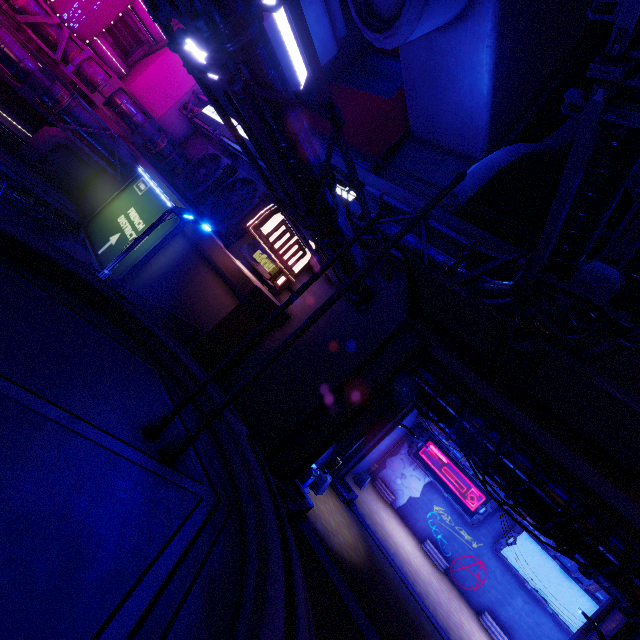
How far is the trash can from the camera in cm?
1620

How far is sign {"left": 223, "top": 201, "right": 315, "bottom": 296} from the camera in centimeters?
1259cm

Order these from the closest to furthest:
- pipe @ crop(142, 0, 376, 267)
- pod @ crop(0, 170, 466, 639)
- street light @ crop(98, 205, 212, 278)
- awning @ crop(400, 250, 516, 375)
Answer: pod @ crop(0, 170, 466, 639) < pipe @ crop(142, 0, 376, 267) < street light @ crop(98, 205, 212, 278) < awning @ crop(400, 250, 516, 375)

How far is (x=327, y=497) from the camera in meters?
18.4

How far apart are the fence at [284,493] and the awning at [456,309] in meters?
8.7

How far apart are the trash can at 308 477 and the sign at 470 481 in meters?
16.4 m

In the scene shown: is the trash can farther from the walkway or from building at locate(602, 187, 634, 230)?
building at locate(602, 187, 634, 230)

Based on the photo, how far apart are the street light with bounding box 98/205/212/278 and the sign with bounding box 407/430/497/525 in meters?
27.9 m
